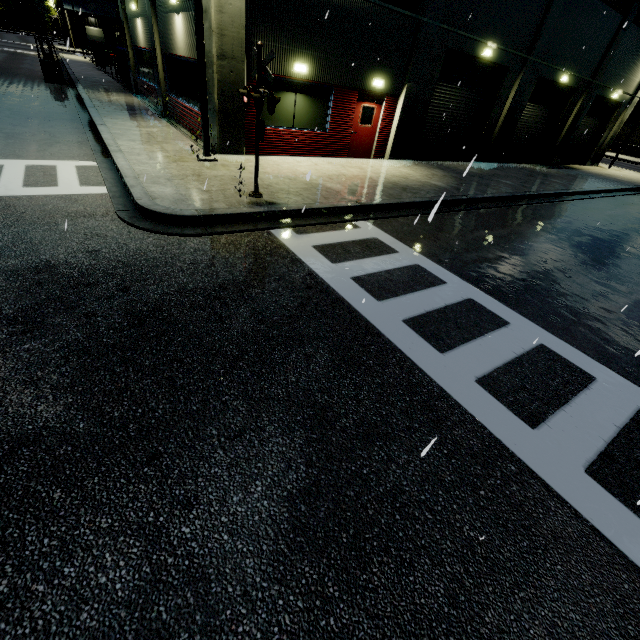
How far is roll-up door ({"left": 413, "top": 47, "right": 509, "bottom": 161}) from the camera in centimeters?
1489cm

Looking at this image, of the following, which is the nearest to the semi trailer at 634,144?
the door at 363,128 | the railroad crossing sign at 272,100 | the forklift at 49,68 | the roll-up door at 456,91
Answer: the roll-up door at 456,91

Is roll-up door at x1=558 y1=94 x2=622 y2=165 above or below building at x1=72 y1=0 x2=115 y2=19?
below

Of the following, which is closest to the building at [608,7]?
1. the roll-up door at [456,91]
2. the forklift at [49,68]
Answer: the roll-up door at [456,91]

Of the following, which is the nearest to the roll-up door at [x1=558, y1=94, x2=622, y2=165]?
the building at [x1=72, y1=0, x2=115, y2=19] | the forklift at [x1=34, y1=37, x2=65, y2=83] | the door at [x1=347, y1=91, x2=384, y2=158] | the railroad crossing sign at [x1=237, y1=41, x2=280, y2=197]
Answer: the building at [x1=72, y1=0, x2=115, y2=19]

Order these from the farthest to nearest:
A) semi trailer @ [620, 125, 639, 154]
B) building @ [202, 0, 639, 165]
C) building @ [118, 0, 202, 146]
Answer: semi trailer @ [620, 125, 639, 154], building @ [118, 0, 202, 146], building @ [202, 0, 639, 165]

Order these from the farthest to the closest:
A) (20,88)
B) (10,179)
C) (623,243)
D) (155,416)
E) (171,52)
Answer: (20,88), (171,52), (623,243), (10,179), (155,416)

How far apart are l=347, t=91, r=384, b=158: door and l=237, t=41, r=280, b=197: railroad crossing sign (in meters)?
6.86
